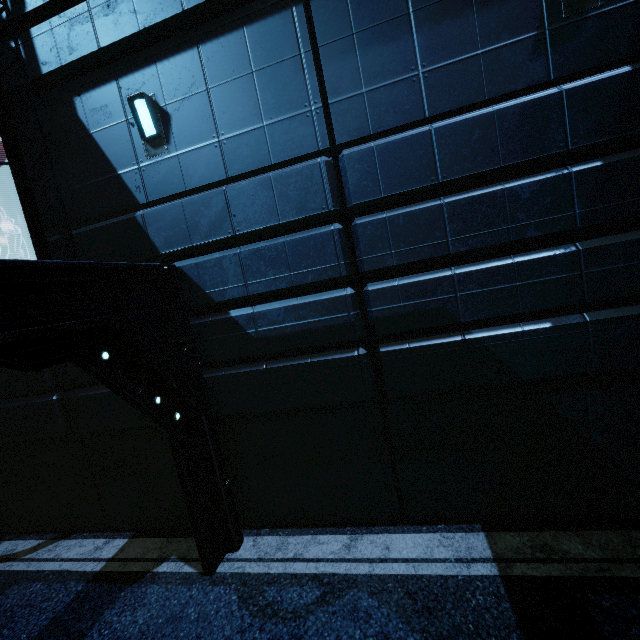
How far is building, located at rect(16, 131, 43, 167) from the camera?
5.6 meters

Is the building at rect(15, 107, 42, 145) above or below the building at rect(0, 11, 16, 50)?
below

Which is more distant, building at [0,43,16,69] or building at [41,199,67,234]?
building at [41,199,67,234]

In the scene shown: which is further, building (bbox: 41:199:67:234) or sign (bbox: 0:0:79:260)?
building (bbox: 41:199:67:234)

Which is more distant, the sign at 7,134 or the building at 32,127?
the building at 32,127

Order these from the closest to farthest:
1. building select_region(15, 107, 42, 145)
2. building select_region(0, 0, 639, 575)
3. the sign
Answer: building select_region(0, 0, 639, 575)
the sign
building select_region(15, 107, 42, 145)

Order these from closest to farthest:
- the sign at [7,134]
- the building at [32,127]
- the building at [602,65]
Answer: the building at [602,65] < the sign at [7,134] < the building at [32,127]

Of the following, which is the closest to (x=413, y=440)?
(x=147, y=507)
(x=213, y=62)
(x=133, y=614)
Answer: (x=133, y=614)
